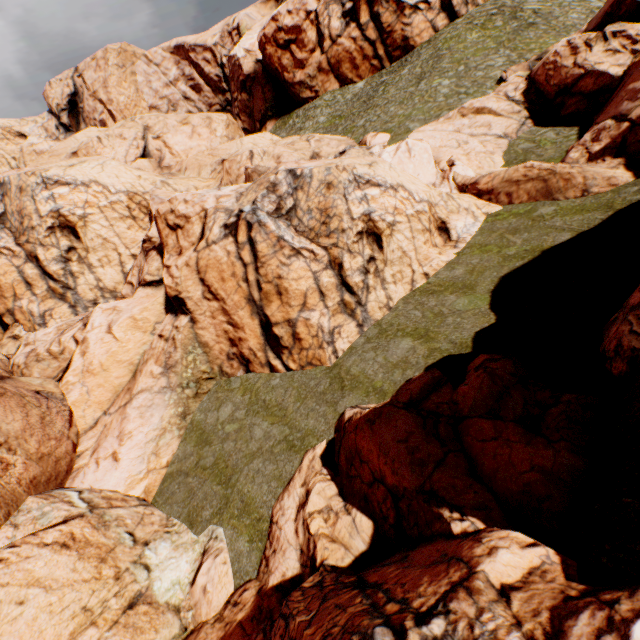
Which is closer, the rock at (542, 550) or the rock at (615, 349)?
the rock at (542, 550)

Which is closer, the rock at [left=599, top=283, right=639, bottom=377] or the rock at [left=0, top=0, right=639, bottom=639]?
the rock at [left=0, top=0, right=639, bottom=639]

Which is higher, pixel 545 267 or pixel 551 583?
pixel 551 583
